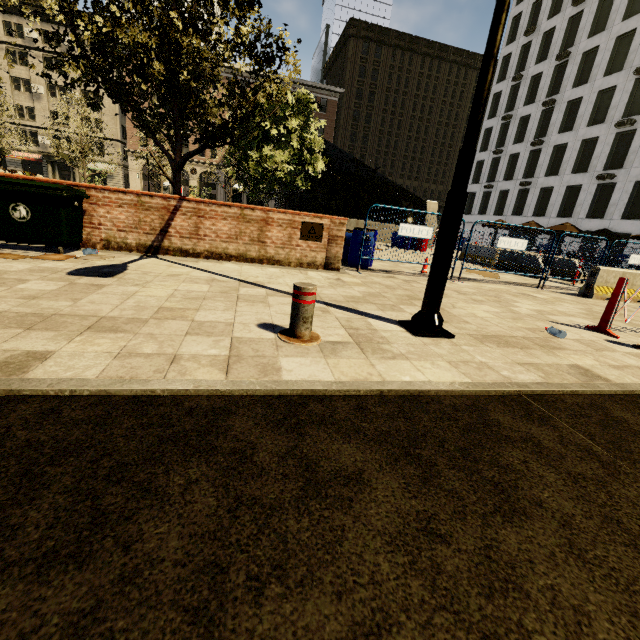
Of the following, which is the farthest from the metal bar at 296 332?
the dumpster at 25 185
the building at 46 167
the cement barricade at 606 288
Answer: the building at 46 167

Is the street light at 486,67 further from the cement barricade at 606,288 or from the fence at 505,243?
the cement barricade at 606,288

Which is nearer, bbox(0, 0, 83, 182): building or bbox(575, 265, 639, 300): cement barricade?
bbox(575, 265, 639, 300): cement barricade

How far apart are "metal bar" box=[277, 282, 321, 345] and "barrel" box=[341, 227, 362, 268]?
5.4m

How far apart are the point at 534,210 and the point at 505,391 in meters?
40.5

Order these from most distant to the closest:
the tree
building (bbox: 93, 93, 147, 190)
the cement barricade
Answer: building (bbox: 93, 93, 147, 190) → the cement barricade → the tree

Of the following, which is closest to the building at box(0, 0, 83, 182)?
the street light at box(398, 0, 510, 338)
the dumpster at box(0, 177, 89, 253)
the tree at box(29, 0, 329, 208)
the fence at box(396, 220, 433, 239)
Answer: the tree at box(29, 0, 329, 208)
